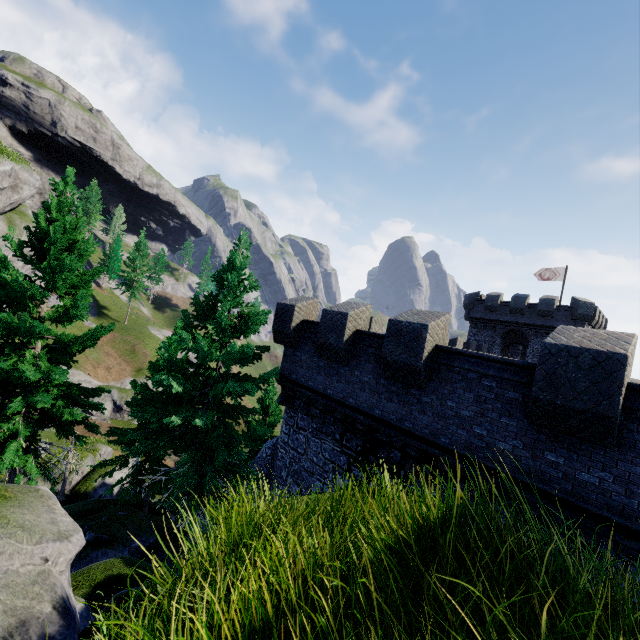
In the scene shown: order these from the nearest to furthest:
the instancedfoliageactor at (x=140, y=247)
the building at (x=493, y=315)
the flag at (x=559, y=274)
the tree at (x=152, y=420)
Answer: the tree at (x=152, y=420), the building at (x=493, y=315), the flag at (x=559, y=274), the instancedfoliageactor at (x=140, y=247)

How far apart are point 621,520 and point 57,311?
16.7m

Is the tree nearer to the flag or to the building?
the building

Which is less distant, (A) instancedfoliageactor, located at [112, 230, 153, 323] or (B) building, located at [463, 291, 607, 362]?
(B) building, located at [463, 291, 607, 362]

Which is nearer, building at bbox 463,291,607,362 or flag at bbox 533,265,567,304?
building at bbox 463,291,607,362

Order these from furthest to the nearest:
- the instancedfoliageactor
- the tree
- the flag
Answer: the instancedfoliageactor < the flag < the tree

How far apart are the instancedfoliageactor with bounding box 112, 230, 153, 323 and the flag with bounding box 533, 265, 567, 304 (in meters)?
56.32

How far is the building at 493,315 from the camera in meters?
30.3
